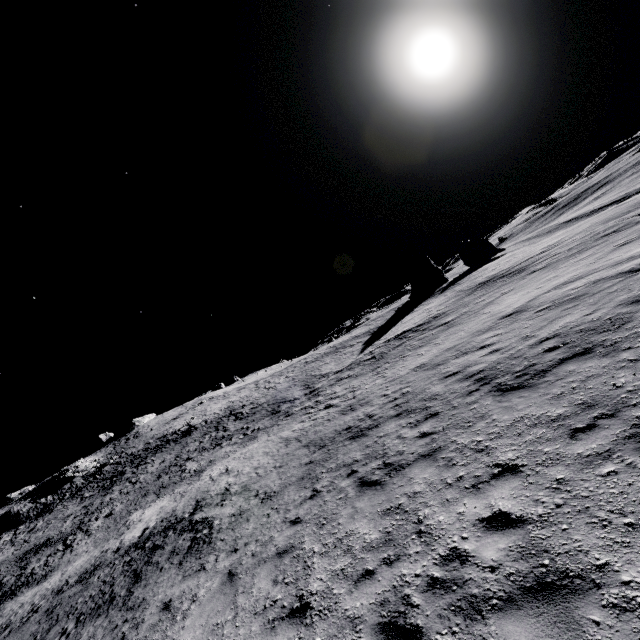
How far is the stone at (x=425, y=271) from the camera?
56.81m

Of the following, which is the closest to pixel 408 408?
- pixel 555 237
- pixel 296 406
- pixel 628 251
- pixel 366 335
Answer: pixel 628 251

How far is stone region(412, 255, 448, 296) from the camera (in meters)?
56.81
